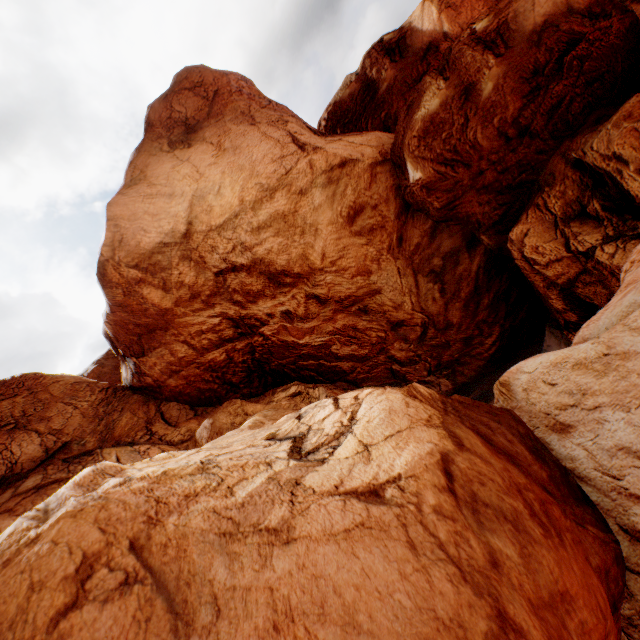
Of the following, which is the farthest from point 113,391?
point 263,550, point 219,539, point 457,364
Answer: point 457,364
